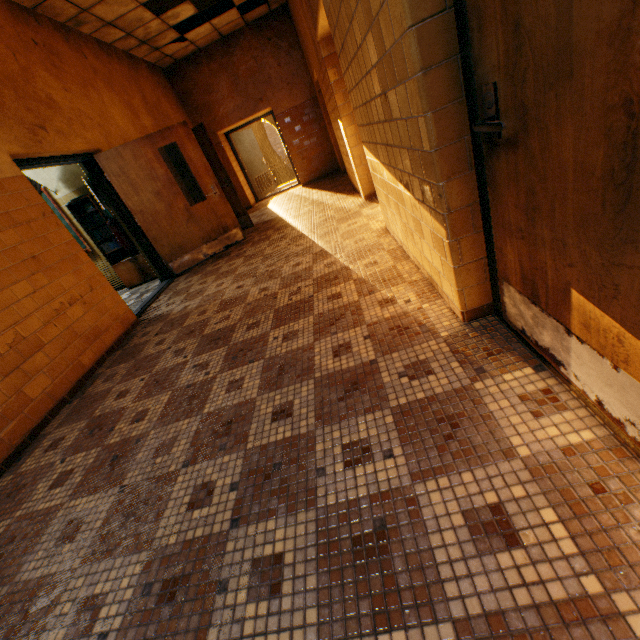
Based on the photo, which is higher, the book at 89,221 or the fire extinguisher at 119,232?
the book at 89,221

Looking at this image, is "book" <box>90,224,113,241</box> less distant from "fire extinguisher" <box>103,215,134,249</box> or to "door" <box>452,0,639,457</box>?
"fire extinguisher" <box>103,215,134,249</box>

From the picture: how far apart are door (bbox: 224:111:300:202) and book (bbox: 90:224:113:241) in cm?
558

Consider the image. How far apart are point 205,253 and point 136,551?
5.21m

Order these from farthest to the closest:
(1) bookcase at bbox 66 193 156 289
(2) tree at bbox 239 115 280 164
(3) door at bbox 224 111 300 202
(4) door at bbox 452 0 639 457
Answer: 1. (2) tree at bbox 239 115 280 164
2. (3) door at bbox 224 111 300 202
3. (1) bookcase at bbox 66 193 156 289
4. (4) door at bbox 452 0 639 457

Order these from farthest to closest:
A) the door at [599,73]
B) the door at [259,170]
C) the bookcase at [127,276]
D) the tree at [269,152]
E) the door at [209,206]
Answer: the tree at [269,152] → the door at [259,170] → the bookcase at [127,276] → the door at [209,206] → the door at [599,73]

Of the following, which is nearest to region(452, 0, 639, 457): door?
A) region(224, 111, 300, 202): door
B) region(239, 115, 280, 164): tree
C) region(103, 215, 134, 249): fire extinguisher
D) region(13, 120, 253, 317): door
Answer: region(13, 120, 253, 317): door

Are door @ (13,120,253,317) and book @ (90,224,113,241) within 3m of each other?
yes
